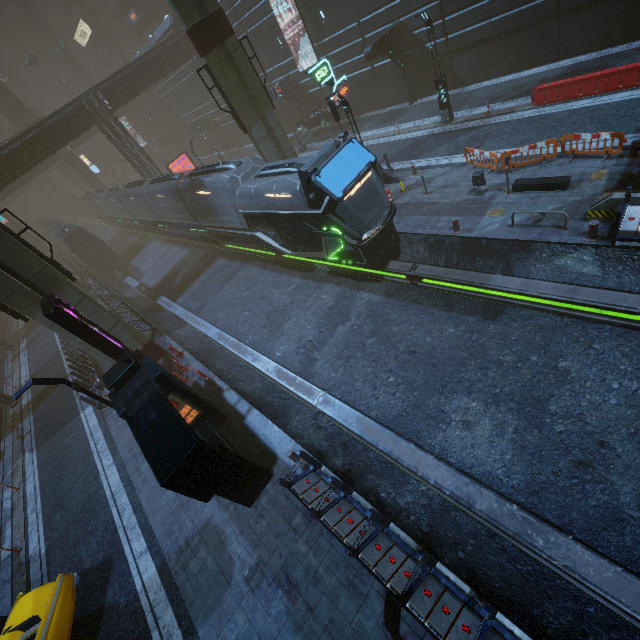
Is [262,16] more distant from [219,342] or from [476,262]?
[476,262]

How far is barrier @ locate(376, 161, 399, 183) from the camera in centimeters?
1762cm

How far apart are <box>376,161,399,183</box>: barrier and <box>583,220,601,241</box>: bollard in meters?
9.8 m

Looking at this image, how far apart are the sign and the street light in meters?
20.5

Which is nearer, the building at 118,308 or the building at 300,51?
the building at 118,308

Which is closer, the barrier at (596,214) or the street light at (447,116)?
the barrier at (596,214)

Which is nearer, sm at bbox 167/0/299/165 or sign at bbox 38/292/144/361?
sign at bbox 38/292/144/361

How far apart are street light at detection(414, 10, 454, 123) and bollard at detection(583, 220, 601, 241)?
13.0 meters
